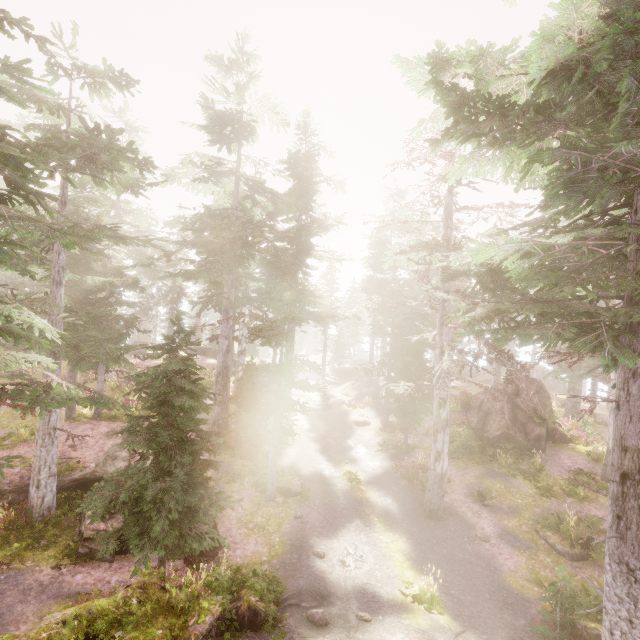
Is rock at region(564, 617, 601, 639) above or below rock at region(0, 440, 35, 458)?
below

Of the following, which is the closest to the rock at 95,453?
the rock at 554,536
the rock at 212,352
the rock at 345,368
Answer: the rock at 554,536

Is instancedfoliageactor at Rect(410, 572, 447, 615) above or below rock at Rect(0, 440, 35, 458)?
below

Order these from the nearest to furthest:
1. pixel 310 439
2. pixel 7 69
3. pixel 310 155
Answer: pixel 7 69, pixel 310 439, pixel 310 155

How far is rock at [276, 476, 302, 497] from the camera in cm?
1614

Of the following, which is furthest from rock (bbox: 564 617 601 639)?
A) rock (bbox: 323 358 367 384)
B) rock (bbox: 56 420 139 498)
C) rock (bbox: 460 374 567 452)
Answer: rock (bbox: 323 358 367 384)

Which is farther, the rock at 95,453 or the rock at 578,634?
the rock at 95,453

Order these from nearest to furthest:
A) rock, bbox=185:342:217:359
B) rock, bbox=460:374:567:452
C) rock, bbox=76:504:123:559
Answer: rock, bbox=76:504:123:559 → rock, bbox=460:374:567:452 → rock, bbox=185:342:217:359
